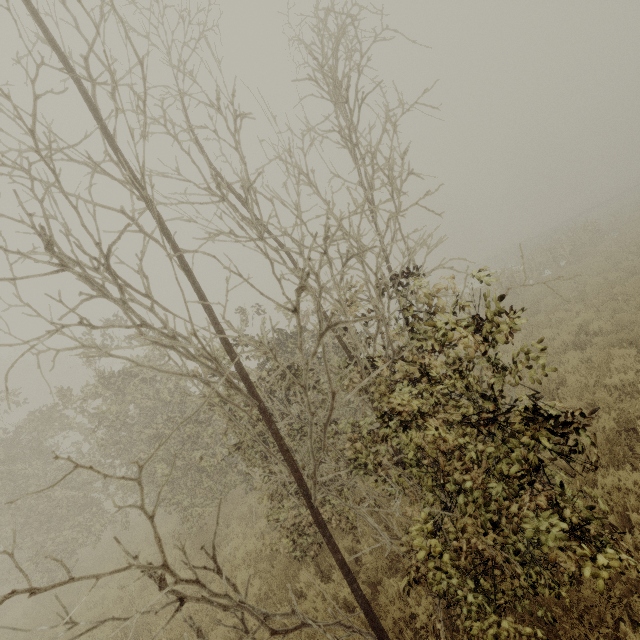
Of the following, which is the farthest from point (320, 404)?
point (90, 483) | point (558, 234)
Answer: point (558, 234)
